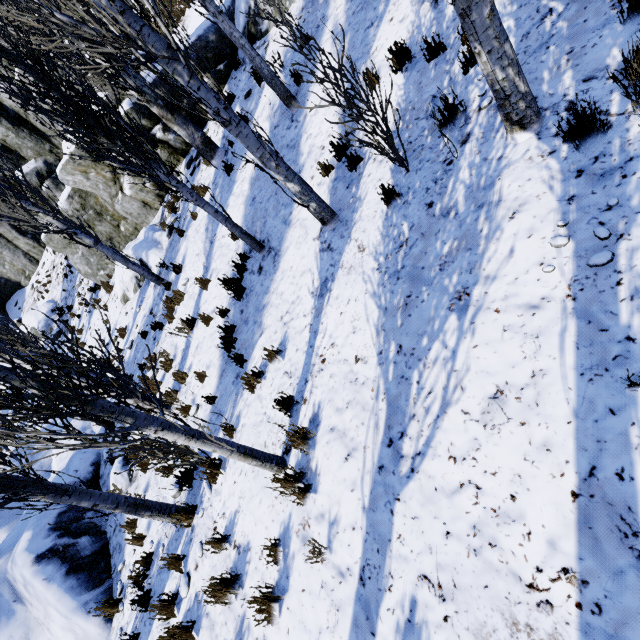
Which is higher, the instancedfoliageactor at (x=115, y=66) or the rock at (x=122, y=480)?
the instancedfoliageactor at (x=115, y=66)

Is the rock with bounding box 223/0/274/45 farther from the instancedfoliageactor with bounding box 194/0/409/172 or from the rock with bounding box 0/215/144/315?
the rock with bounding box 0/215/144/315

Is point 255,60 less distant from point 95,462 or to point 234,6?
point 234,6

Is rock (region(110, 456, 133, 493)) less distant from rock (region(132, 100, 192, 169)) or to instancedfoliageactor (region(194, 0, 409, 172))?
instancedfoliageactor (region(194, 0, 409, 172))

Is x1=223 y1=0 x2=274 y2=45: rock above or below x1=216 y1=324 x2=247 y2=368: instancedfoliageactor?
above

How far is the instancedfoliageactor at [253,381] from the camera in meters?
5.2 m

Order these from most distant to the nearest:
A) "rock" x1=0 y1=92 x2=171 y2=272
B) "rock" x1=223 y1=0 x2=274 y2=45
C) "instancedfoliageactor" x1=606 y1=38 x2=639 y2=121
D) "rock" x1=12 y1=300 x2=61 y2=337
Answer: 1. "rock" x1=12 y1=300 x2=61 y2=337
2. "rock" x1=0 y1=92 x2=171 y2=272
3. "rock" x1=223 y1=0 x2=274 y2=45
4. "instancedfoliageactor" x1=606 y1=38 x2=639 y2=121

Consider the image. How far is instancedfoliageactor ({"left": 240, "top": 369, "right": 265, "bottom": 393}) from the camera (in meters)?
5.23
